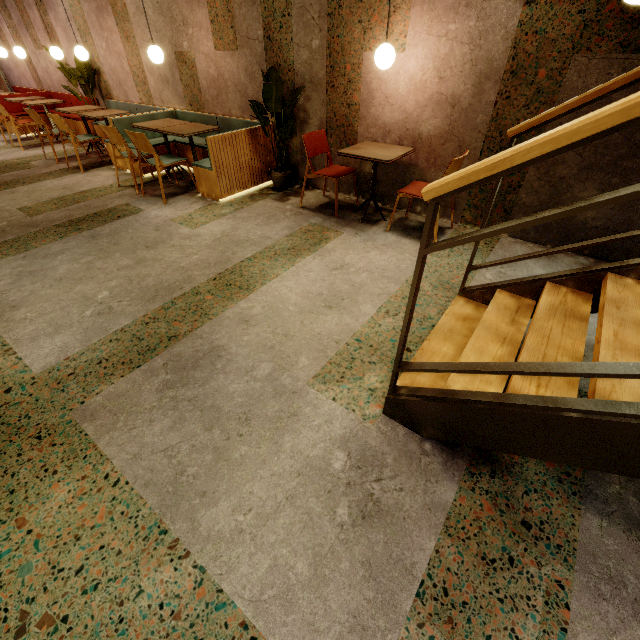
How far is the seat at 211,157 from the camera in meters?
4.3

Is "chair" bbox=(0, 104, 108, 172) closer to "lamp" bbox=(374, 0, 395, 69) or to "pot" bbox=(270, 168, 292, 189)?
"pot" bbox=(270, 168, 292, 189)

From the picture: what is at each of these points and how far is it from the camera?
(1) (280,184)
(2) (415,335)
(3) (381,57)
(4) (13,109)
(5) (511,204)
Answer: (1) pot, 4.7 meters
(2) building, 2.4 meters
(3) lamp, 3.0 meters
(4) seat, 7.8 meters
(5) building, 3.5 meters

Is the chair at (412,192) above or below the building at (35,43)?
below

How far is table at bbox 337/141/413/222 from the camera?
3.4m

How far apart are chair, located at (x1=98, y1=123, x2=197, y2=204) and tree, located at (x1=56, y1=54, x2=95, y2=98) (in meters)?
3.86

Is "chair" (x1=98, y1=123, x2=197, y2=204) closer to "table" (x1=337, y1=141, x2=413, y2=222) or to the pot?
the pot

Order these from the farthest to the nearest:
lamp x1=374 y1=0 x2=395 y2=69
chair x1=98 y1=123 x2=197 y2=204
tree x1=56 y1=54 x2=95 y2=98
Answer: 1. tree x1=56 y1=54 x2=95 y2=98
2. chair x1=98 y1=123 x2=197 y2=204
3. lamp x1=374 y1=0 x2=395 y2=69
